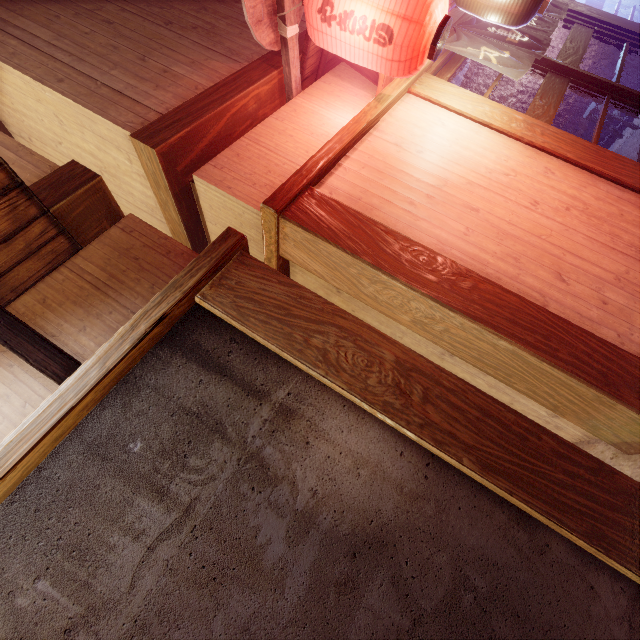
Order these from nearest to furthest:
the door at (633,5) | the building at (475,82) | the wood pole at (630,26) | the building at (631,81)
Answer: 1. the wood pole at (630,26)
2. the building at (631,81)
3. the door at (633,5)
4. the building at (475,82)

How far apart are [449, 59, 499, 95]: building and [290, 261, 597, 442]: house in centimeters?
1117cm

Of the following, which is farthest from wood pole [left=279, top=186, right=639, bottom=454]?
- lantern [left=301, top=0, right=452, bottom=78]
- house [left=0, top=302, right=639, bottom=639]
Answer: lantern [left=301, top=0, right=452, bottom=78]

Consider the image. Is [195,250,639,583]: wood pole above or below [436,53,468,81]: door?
below

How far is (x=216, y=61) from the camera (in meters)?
Answer: 6.29

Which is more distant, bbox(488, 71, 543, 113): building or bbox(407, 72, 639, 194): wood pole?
bbox(488, 71, 543, 113): building

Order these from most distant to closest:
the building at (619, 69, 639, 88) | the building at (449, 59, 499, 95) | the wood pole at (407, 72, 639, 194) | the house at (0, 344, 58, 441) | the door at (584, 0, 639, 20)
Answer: the building at (449, 59, 499, 95) < the door at (584, 0, 639, 20) < the building at (619, 69, 639, 88) < the wood pole at (407, 72, 639, 194) < the house at (0, 344, 58, 441)

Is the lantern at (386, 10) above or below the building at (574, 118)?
above
